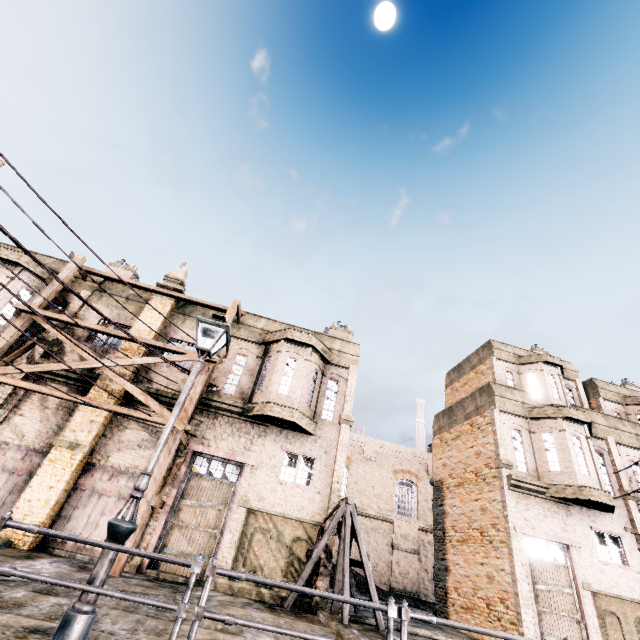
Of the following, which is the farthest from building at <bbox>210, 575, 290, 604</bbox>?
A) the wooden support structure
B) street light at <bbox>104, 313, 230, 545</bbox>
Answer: street light at <bbox>104, 313, 230, 545</bbox>

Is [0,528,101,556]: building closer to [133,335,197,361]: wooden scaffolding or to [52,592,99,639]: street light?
[133,335,197,361]: wooden scaffolding

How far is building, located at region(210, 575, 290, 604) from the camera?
12.20m

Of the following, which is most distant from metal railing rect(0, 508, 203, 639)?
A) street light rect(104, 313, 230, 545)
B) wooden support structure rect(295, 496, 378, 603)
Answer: wooden support structure rect(295, 496, 378, 603)

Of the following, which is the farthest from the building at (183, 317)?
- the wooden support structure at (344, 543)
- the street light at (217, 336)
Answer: the street light at (217, 336)

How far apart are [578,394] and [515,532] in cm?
1137

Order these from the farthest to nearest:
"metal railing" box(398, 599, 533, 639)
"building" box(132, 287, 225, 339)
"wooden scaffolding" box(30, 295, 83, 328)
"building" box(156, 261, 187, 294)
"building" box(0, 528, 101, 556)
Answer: "building" box(156, 261, 187, 294) < "building" box(132, 287, 225, 339) < "wooden scaffolding" box(30, 295, 83, 328) < "building" box(0, 528, 101, 556) < "metal railing" box(398, 599, 533, 639)

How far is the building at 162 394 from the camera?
15.38m
